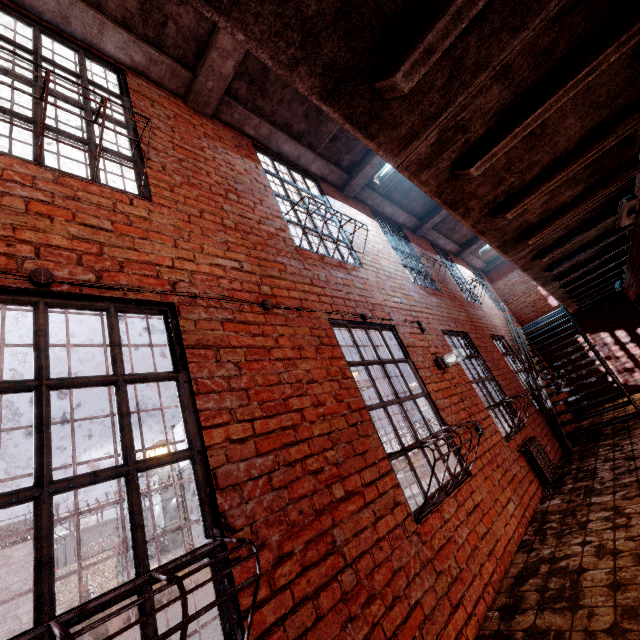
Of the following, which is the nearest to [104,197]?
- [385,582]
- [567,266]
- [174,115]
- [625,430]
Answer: [174,115]

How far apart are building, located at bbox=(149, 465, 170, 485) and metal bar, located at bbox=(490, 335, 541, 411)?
55.3 meters

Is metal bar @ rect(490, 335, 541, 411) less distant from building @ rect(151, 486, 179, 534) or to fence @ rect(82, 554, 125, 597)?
fence @ rect(82, 554, 125, 597)

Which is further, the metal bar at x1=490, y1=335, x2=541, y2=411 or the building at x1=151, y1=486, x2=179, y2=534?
the building at x1=151, y1=486, x2=179, y2=534

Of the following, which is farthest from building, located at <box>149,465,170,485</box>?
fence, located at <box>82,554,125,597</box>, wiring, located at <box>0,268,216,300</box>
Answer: wiring, located at <box>0,268,216,300</box>

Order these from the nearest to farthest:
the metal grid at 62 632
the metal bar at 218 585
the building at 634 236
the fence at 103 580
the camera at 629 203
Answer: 1. the metal grid at 62 632
2. the metal bar at 218 585
3. the camera at 629 203
4. the building at 634 236
5. the fence at 103 580

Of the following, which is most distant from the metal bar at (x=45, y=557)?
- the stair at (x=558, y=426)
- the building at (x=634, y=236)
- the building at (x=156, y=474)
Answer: the building at (x=156, y=474)

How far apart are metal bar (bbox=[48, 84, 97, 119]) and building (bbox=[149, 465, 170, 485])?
57.7m
